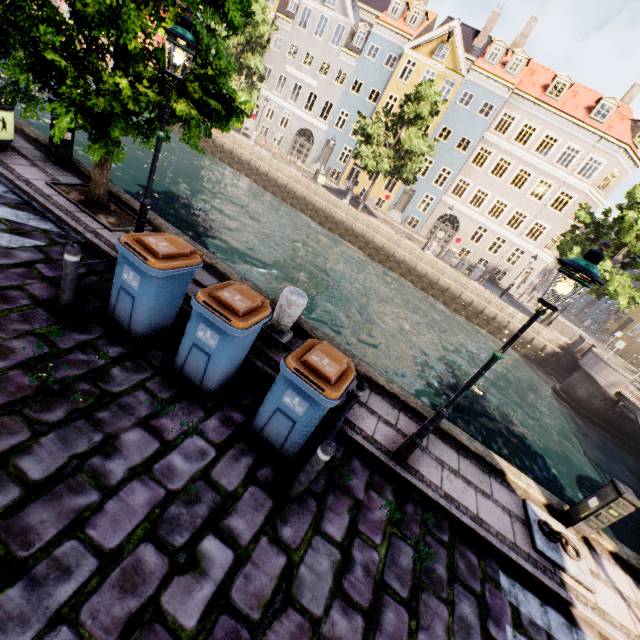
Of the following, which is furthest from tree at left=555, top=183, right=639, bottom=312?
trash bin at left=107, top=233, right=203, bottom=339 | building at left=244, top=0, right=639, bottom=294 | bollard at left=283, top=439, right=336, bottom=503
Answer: bollard at left=283, top=439, right=336, bottom=503

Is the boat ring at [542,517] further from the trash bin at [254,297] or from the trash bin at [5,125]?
the trash bin at [5,125]

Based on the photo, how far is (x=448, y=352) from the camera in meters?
17.2

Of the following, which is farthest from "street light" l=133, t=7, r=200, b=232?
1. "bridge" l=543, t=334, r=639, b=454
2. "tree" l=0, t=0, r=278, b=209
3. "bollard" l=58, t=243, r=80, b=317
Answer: "bridge" l=543, t=334, r=639, b=454

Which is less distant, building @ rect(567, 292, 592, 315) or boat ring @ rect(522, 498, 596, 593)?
boat ring @ rect(522, 498, 596, 593)

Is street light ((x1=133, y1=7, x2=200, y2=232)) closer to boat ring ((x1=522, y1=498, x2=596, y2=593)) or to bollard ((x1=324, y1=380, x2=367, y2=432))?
bollard ((x1=324, y1=380, x2=367, y2=432))

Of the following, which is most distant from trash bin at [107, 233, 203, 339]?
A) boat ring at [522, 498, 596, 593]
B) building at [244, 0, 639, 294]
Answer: building at [244, 0, 639, 294]

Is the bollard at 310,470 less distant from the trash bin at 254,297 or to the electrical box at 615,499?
the trash bin at 254,297
